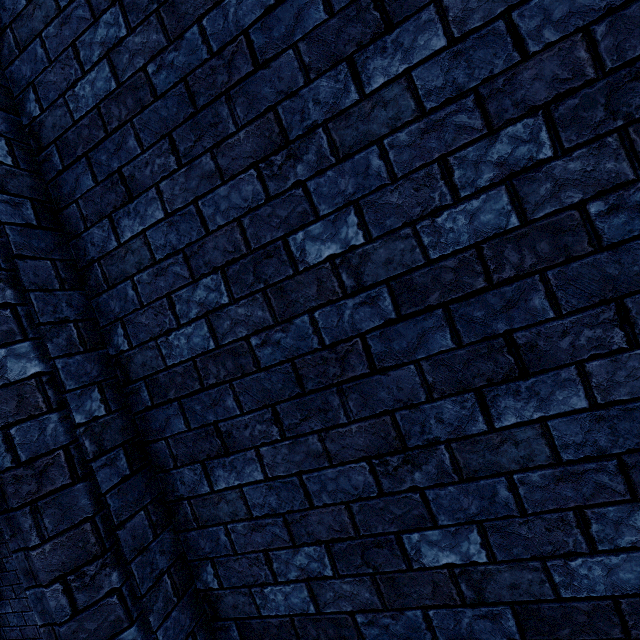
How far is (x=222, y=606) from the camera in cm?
188
